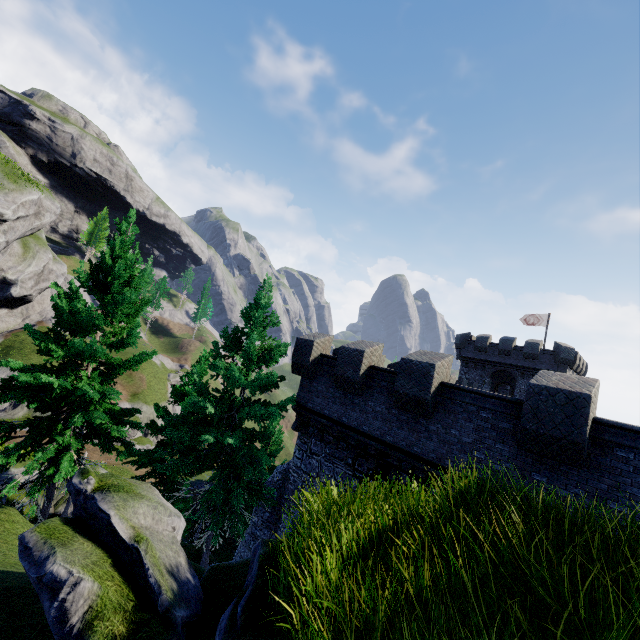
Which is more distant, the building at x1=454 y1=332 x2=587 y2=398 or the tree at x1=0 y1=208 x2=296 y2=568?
the building at x1=454 y1=332 x2=587 y2=398

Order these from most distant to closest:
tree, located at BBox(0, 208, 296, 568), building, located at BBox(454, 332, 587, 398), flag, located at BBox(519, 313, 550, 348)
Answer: flag, located at BBox(519, 313, 550, 348) < building, located at BBox(454, 332, 587, 398) < tree, located at BBox(0, 208, 296, 568)

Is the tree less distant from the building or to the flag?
the building

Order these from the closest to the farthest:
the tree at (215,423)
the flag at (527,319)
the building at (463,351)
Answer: the tree at (215,423) < the building at (463,351) < the flag at (527,319)

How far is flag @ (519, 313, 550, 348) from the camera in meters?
35.7 m

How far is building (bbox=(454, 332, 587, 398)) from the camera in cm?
3262

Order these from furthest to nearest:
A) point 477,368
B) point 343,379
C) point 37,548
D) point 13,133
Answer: point 13,133 → point 477,368 → point 343,379 → point 37,548

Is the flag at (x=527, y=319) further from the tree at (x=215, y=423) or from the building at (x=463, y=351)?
the tree at (x=215, y=423)
